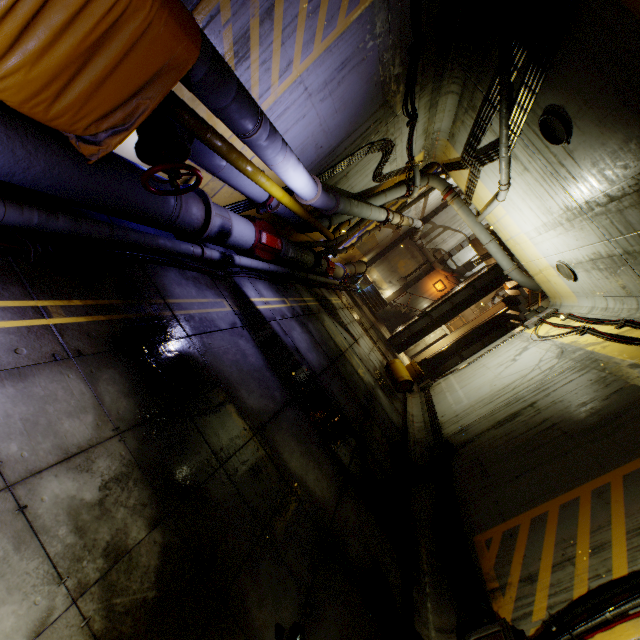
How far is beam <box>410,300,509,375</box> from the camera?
19.1 meters

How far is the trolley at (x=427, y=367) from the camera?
18.8 meters

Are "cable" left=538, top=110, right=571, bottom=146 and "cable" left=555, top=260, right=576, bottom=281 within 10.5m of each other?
yes

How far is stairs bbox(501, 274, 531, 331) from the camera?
16.5m

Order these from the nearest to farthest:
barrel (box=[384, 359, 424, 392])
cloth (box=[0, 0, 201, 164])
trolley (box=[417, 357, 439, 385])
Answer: cloth (box=[0, 0, 201, 164])
barrel (box=[384, 359, 424, 392])
trolley (box=[417, 357, 439, 385])

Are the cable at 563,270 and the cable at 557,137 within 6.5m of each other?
yes

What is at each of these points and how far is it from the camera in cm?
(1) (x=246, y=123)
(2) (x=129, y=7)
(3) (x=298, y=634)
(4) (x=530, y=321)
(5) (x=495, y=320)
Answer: (1) pipe, 410
(2) cloth, 240
(3) rock, 270
(4) cable, 1283
(5) beam, 1922

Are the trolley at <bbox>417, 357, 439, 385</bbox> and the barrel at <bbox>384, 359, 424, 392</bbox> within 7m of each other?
yes
